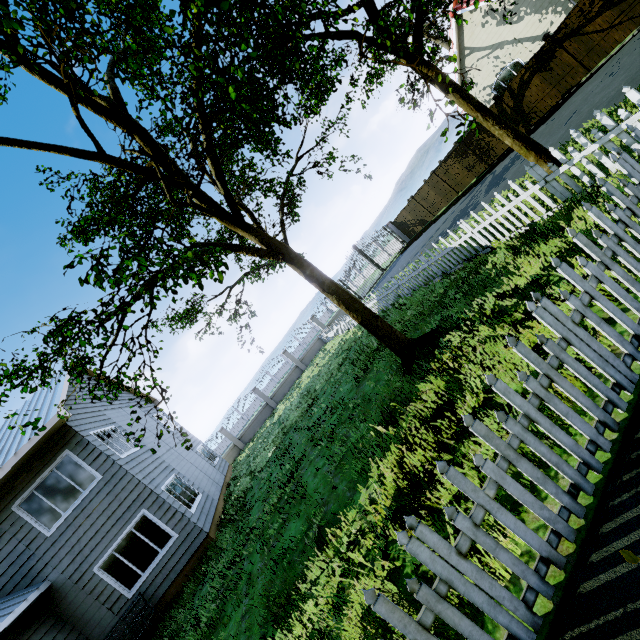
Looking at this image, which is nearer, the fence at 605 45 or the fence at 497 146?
the fence at 605 45

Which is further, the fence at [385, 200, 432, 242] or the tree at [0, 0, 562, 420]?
the fence at [385, 200, 432, 242]

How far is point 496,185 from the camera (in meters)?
13.23

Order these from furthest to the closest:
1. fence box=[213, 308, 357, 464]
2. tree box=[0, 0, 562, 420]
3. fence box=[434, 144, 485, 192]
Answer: fence box=[213, 308, 357, 464] < fence box=[434, 144, 485, 192] < tree box=[0, 0, 562, 420]

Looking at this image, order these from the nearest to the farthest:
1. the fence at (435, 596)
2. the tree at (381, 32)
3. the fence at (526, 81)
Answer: the fence at (435, 596), the tree at (381, 32), the fence at (526, 81)

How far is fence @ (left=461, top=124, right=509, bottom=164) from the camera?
17.1 meters

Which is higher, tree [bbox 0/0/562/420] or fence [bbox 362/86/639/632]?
tree [bbox 0/0/562/420]
